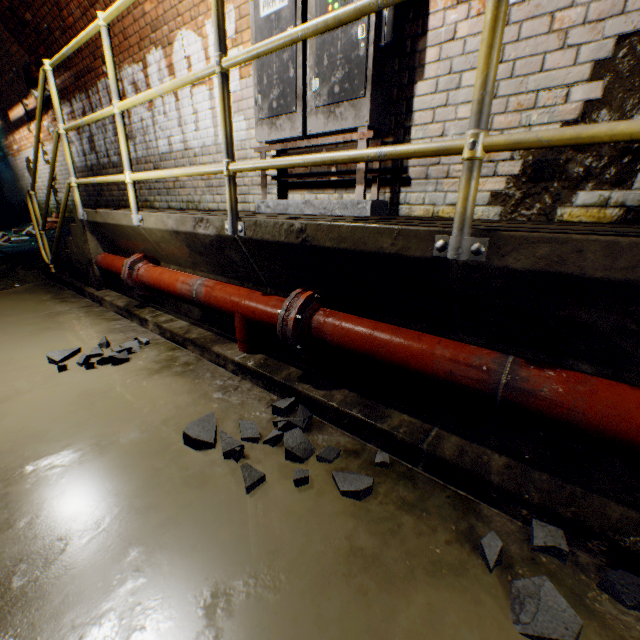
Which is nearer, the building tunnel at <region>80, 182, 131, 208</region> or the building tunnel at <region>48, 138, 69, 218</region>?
the building tunnel at <region>80, 182, 131, 208</region>

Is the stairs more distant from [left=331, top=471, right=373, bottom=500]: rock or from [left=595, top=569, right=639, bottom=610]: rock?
[left=595, top=569, right=639, bottom=610]: rock

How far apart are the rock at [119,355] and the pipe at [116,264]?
0.79m

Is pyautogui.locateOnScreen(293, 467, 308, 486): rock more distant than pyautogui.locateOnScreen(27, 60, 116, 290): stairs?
No

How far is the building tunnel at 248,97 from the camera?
3.3 meters

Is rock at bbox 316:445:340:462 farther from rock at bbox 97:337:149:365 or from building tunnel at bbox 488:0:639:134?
rock at bbox 97:337:149:365

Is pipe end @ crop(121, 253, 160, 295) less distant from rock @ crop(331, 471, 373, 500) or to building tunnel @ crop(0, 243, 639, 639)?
building tunnel @ crop(0, 243, 639, 639)

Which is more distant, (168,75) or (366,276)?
(168,75)
